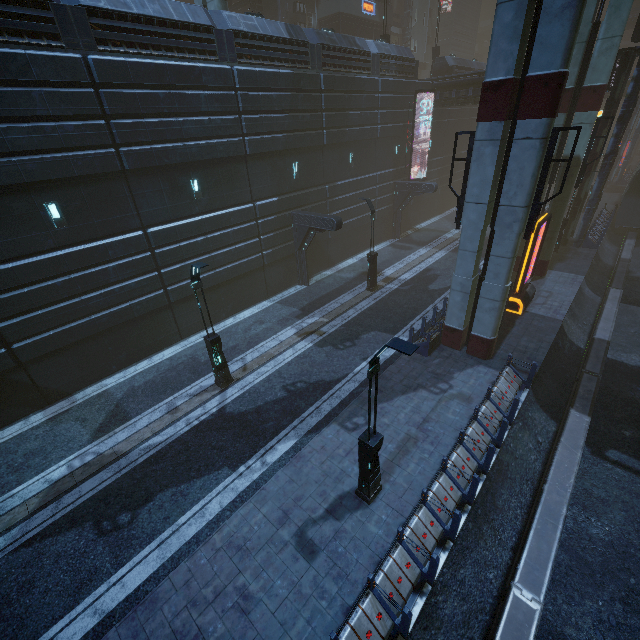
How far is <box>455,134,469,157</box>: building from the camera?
34.3 meters

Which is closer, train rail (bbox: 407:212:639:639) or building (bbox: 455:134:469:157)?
train rail (bbox: 407:212:639:639)

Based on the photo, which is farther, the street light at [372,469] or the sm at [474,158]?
the sm at [474,158]

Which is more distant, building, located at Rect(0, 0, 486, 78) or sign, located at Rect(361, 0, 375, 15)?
sign, located at Rect(361, 0, 375, 15)

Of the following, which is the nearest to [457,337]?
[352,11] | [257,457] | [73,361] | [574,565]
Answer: [574,565]

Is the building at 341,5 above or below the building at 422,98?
above

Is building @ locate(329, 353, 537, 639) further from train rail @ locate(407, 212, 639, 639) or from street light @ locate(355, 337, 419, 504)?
street light @ locate(355, 337, 419, 504)
